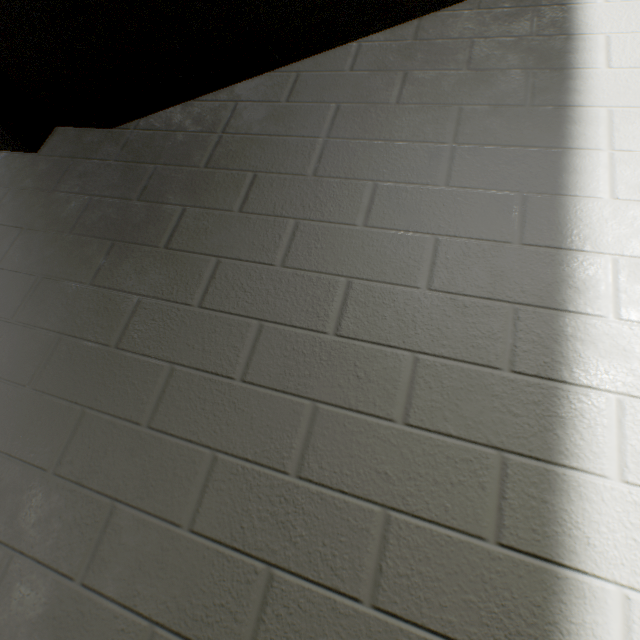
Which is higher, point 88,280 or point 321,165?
point 321,165
